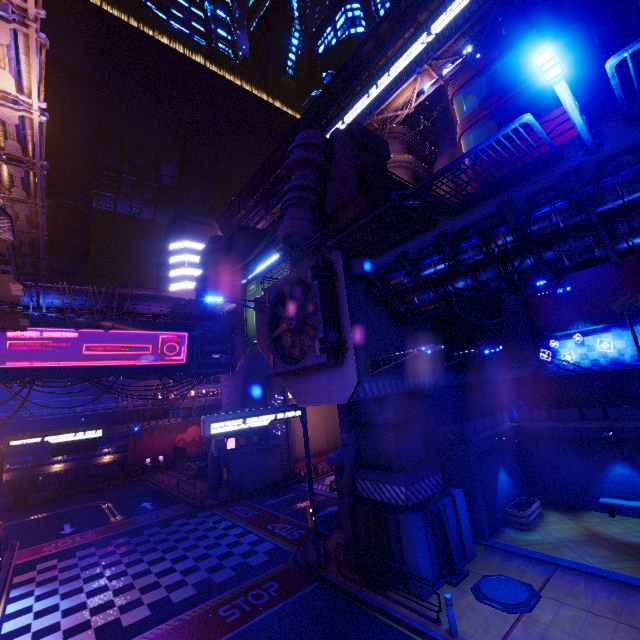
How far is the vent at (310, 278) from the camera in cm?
1216

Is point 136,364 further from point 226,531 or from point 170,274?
point 170,274

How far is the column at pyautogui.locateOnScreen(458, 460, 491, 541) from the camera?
15.1m

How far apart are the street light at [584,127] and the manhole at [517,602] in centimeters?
1349cm

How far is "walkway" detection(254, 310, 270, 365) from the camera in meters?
16.9

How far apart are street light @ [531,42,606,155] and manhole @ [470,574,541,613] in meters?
13.5

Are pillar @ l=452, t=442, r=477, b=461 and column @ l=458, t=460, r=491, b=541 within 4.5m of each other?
yes

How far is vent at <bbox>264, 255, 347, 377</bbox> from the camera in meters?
12.2
